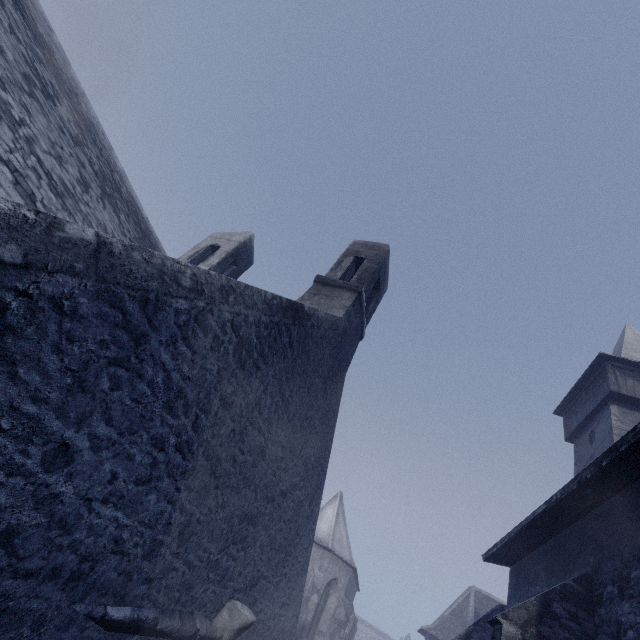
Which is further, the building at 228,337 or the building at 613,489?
the building at 613,489

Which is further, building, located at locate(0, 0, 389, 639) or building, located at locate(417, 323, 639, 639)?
building, located at locate(417, 323, 639, 639)

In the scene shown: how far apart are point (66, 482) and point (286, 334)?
3.0m
